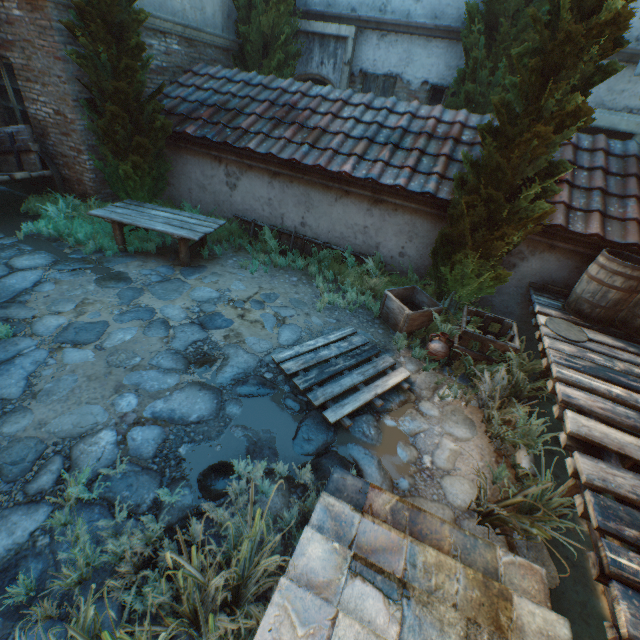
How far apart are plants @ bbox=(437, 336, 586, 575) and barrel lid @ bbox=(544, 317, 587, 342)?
0.6 meters

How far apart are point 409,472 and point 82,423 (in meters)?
3.57

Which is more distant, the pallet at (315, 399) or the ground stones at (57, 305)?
the ground stones at (57, 305)

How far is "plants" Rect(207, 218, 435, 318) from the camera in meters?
6.1

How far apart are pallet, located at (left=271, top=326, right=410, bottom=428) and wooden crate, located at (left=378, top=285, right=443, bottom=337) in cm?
64

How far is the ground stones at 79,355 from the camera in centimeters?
406cm

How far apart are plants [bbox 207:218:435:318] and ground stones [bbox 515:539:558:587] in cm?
392

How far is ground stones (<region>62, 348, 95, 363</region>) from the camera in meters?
4.1
